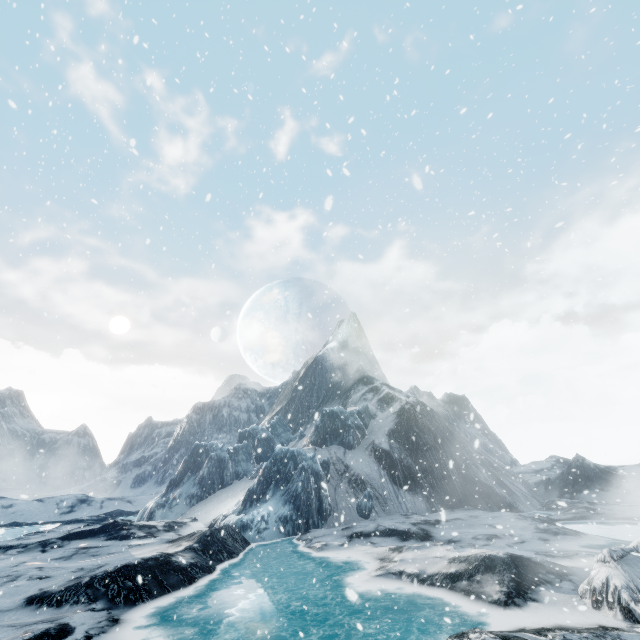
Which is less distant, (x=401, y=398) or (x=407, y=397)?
(x=401, y=398)
